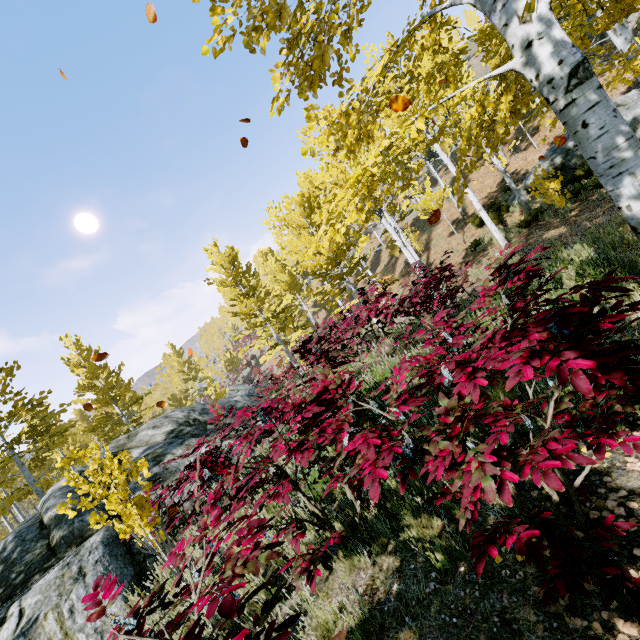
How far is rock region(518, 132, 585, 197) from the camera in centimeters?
1429cm

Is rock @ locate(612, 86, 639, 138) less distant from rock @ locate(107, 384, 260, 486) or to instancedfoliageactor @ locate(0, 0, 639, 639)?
instancedfoliageactor @ locate(0, 0, 639, 639)

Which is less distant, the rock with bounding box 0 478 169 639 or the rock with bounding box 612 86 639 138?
the rock with bounding box 0 478 169 639

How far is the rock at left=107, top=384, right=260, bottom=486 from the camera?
7.1 meters

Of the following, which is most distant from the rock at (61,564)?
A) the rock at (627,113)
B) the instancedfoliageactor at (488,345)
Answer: the rock at (627,113)

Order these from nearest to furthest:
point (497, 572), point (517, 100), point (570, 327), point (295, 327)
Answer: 1. point (570, 327)
2. point (497, 572)
3. point (517, 100)
4. point (295, 327)

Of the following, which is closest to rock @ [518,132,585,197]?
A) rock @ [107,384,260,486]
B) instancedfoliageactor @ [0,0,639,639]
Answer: instancedfoliageactor @ [0,0,639,639]
